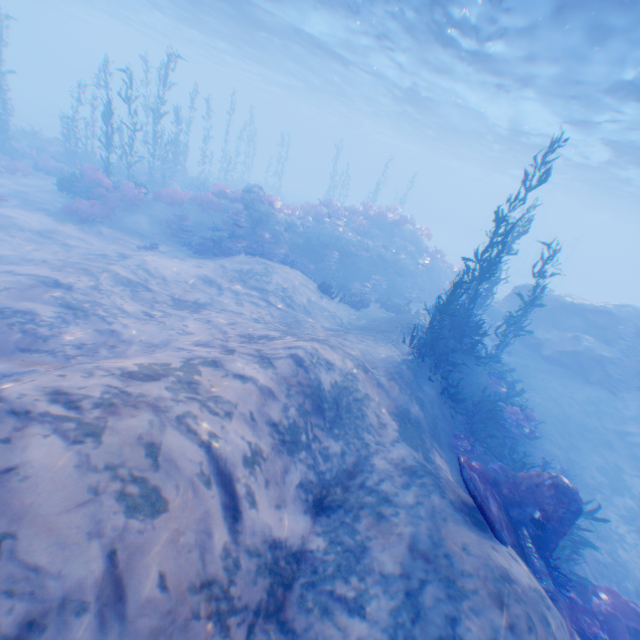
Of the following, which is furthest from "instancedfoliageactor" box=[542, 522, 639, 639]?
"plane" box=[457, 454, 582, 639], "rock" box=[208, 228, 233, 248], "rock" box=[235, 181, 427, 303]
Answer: "rock" box=[208, 228, 233, 248]

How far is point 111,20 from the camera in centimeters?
4456cm

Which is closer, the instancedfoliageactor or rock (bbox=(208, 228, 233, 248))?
the instancedfoliageactor

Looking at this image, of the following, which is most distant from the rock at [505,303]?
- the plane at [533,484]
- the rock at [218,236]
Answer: the rock at [218,236]

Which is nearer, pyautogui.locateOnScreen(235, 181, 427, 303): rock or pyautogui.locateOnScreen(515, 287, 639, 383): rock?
pyautogui.locateOnScreen(515, 287, 639, 383): rock

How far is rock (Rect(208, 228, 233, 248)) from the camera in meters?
15.3

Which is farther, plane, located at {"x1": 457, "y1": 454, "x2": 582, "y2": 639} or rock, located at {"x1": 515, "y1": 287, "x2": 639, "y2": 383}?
rock, located at {"x1": 515, "y1": 287, "x2": 639, "y2": 383}

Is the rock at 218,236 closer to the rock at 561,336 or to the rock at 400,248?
the rock at 400,248
